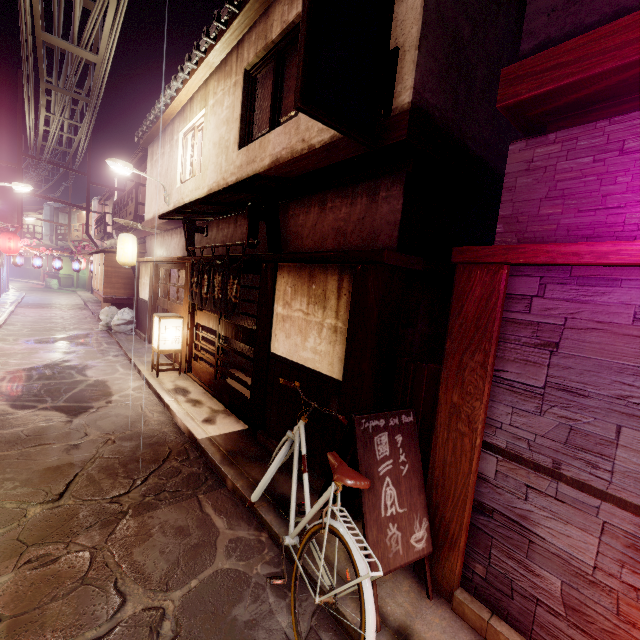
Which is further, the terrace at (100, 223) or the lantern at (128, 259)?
the terrace at (100, 223)

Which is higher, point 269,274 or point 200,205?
point 200,205

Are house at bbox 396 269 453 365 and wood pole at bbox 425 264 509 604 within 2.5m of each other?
yes

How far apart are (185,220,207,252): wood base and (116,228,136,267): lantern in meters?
8.6 m

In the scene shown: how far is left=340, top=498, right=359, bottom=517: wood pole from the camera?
6.6m

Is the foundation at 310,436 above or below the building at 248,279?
below

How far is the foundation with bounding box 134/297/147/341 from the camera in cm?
2128

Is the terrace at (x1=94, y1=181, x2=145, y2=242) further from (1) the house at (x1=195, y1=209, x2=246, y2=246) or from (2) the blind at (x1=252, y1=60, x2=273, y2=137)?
(2) the blind at (x1=252, y1=60, x2=273, y2=137)
